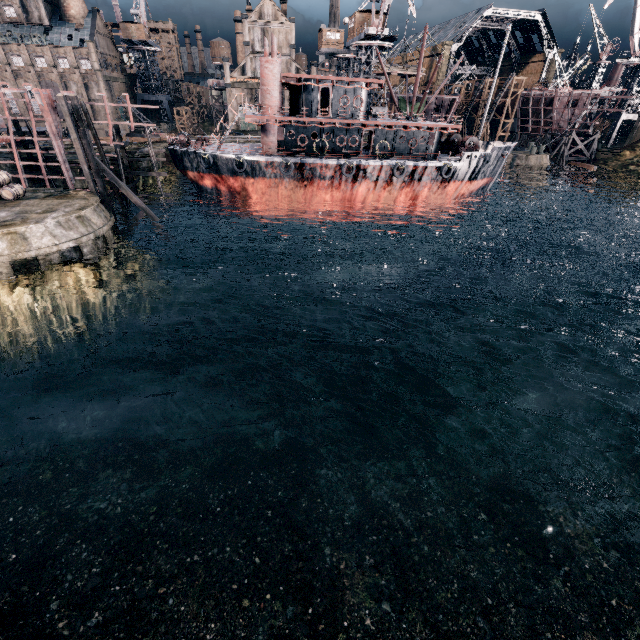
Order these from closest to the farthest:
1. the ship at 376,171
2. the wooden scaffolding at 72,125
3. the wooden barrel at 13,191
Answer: the wooden barrel at 13,191 < the wooden scaffolding at 72,125 < the ship at 376,171

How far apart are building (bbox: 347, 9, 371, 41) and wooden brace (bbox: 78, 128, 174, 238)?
43.62m

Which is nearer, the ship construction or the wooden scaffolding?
the wooden scaffolding

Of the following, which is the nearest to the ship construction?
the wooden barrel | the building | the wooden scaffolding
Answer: the wooden scaffolding

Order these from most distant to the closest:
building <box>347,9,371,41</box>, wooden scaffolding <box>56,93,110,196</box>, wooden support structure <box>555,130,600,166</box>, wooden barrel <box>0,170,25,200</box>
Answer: wooden support structure <box>555,130,600,166</box>, building <box>347,9,371,41</box>, wooden scaffolding <box>56,93,110,196</box>, wooden barrel <box>0,170,25,200</box>

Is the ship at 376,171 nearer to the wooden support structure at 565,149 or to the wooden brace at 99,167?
the wooden brace at 99,167

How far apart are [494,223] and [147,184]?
49.2m

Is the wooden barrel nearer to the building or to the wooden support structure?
the building
